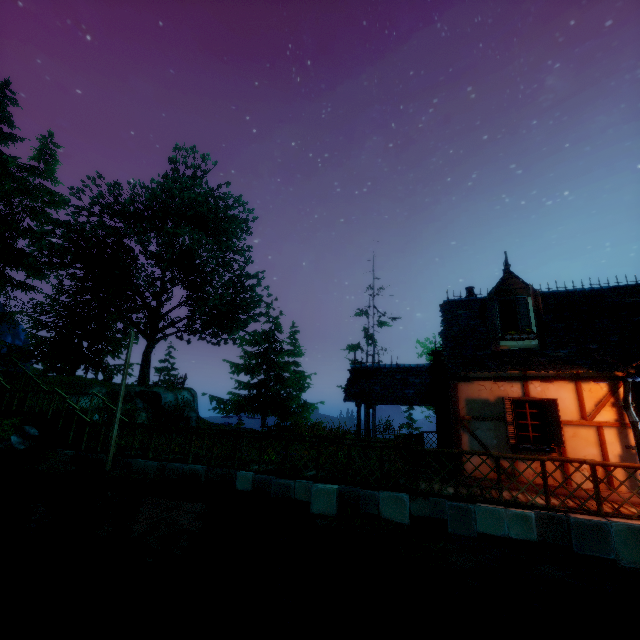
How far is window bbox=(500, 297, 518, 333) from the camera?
9.6m

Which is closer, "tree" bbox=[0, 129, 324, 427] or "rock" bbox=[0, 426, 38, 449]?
"rock" bbox=[0, 426, 38, 449]

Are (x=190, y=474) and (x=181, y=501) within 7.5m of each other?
yes

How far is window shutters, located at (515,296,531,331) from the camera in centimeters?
938cm

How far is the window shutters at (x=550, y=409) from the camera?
7.9 meters

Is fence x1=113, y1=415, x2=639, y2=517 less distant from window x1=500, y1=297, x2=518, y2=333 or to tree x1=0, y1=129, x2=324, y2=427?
window x1=500, y1=297, x2=518, y2=333

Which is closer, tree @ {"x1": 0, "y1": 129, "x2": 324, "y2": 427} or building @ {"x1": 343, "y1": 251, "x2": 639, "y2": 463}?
building @ {"x1": 343, "y1": 251, "x2": 639, "y2": 463}

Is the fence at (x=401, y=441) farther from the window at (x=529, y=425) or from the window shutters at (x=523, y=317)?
the window shutters at (x=523, y=317)
